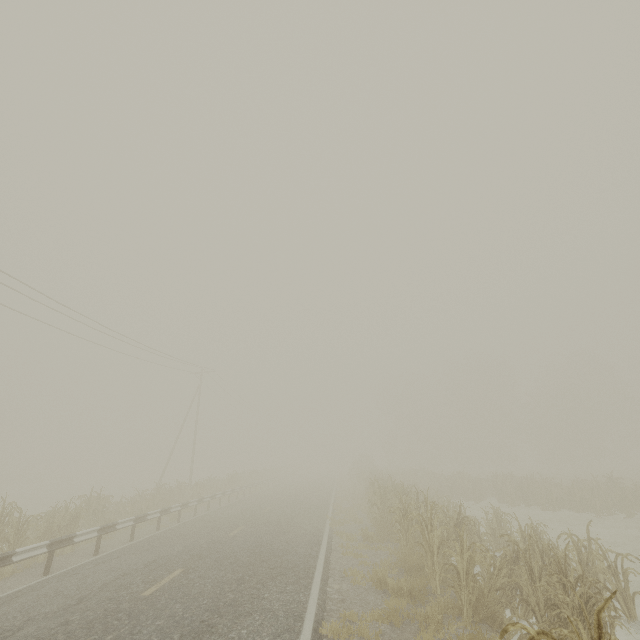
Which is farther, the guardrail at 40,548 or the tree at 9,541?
the tree at 9,541

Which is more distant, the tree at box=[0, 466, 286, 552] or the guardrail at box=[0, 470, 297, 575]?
the tree at box=[0, 466, 286, 552]

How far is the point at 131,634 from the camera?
5.34m
